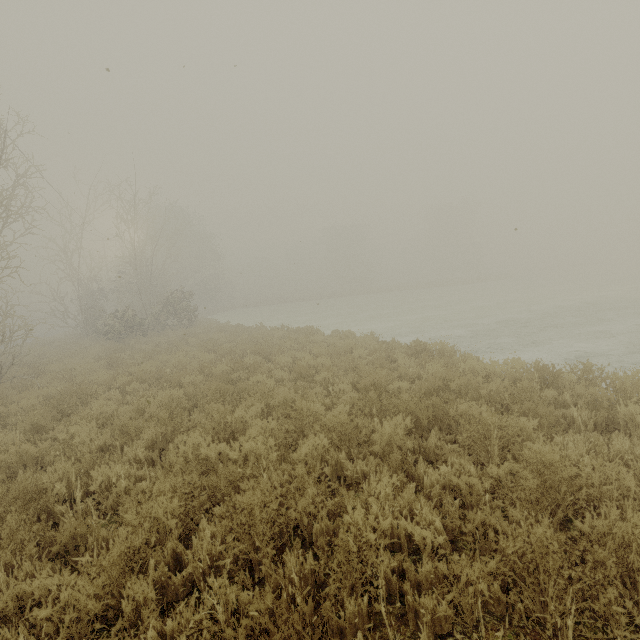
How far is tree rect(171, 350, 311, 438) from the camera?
5.70m

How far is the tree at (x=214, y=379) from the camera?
5.70m

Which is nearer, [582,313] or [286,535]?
[286,535]
